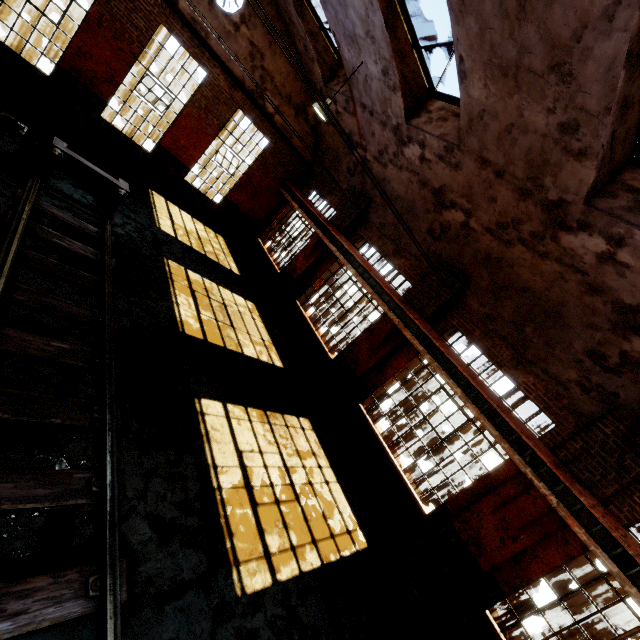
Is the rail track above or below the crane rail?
below

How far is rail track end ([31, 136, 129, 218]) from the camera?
7.0m

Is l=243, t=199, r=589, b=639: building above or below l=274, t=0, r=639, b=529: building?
below

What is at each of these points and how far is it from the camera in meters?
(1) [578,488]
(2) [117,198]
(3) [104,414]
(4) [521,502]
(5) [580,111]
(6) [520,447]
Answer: (1) crane rail, 5.8
(2) rail track end, 8.0
(3) rail track, 4.3
(4) building, 6.1
(5) building, 4.5
(6) beam, 6.4

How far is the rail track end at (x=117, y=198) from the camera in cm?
696

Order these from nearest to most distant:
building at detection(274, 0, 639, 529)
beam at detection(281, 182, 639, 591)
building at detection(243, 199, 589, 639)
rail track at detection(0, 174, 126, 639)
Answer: rail track at detection(0, 174, 126, 639) → building at detection(274, 0, 639, 529) → beam at detection(281, 182, 639, 591) → building at detection(243, 199, 589, 639)

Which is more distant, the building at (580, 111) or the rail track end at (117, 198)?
the rail track end at (117, 198)

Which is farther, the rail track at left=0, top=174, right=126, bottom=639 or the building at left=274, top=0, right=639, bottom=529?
the building at left=274, top=0, right=639, bottom=529
